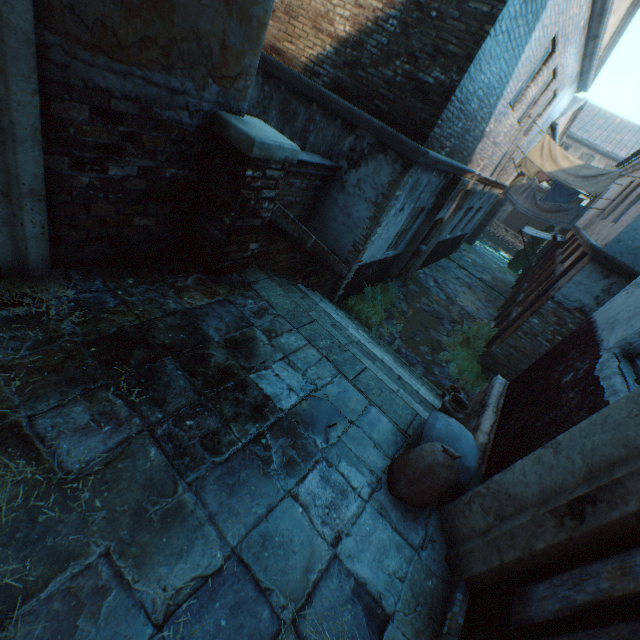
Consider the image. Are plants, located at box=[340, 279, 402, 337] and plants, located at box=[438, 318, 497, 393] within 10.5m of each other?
yes

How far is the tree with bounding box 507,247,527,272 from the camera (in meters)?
21.75

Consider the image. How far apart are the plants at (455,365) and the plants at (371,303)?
1.2 meters

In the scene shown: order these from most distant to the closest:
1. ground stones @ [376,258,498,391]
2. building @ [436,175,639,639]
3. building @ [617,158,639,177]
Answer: building @ [617,158,639,177] → ground stones @ [376,258,498,391] → building @ [436,175,639,639]

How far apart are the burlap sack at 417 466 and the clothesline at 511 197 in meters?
11.4

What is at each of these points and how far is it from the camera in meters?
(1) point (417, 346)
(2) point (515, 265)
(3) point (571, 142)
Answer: (1) ground stones, 8.5 m
(2) tree, 22.2 m
(3) building, 26.7 m

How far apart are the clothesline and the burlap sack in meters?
11.4

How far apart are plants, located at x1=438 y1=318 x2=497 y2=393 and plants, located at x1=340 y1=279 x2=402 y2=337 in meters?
1.2
